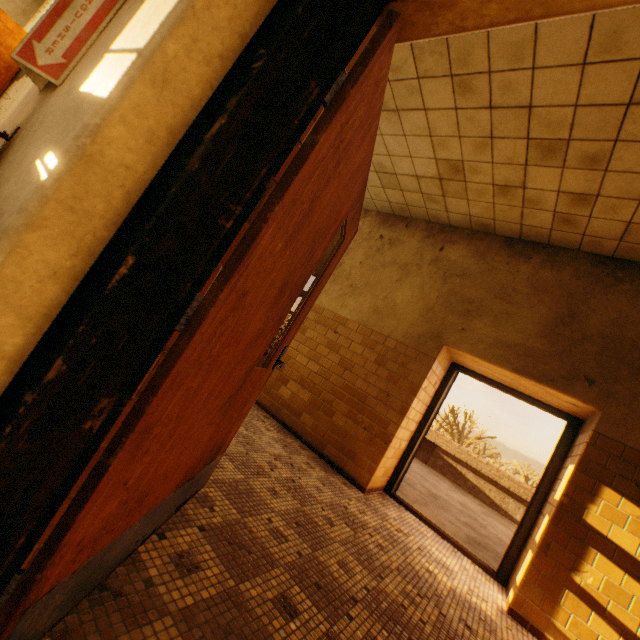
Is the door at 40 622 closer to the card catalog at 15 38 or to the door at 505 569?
the card catalog at 15 38

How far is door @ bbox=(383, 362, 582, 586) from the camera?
3.87m

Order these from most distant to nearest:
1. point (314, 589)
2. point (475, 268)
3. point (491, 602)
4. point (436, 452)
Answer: point (436, 452), point (475, 268), point (491, 602), point (314, 589)

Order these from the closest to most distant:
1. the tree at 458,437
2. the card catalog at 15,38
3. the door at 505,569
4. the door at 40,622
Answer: the door at 40,622
the card catalog at 15,38
the door at 505,569
the tree at 458,437

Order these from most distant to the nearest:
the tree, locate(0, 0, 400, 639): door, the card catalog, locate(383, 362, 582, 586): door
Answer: the tree < locate(383, 362, 582, 586): door < the card catalog < locate(0, 0, 400, 639): door

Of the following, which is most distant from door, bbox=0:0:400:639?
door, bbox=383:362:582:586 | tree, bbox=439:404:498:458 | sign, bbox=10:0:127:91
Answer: tree, bbox=439:404:498:458

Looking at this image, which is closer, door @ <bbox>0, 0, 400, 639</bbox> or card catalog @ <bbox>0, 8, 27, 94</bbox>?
door @ <bbox>0, 0, 400, 639</bbox>

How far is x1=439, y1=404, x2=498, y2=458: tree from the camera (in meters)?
34.31
